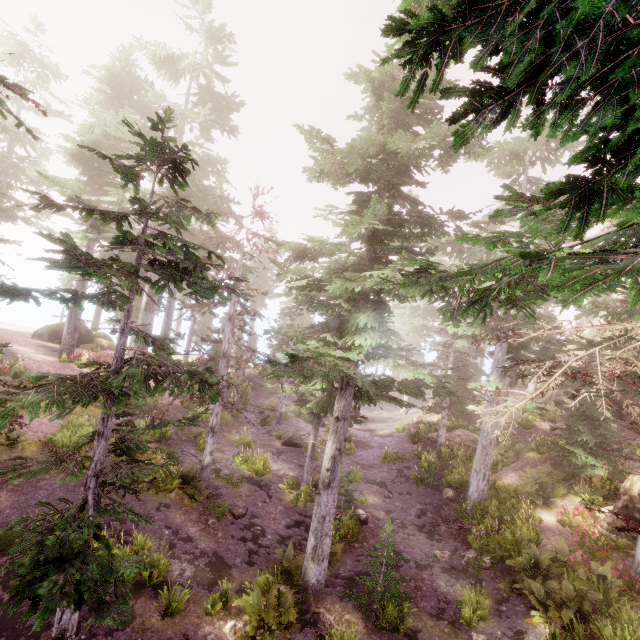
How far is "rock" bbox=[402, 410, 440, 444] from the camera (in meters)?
25.07

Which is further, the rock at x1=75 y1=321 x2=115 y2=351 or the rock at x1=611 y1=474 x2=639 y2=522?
the rock at x1=75 y1=321 x2=115 y2=351

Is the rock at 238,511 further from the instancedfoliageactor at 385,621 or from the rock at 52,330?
the rock at 52,330

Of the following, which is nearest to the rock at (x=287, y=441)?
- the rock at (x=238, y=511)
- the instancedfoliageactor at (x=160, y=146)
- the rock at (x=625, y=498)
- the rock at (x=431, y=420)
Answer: the instancedfoliageactor at (x=160, y=146)

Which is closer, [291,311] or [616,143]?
[616,143]

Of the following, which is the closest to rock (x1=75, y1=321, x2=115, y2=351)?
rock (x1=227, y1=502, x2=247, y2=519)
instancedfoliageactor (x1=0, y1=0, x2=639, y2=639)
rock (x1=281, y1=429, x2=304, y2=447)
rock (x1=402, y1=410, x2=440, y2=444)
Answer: instancedfoliageactor (x1=0, y1=0, x2=639, y2=639)

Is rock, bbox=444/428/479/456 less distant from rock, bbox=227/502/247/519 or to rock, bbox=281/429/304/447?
rock, bbox=281/429/304/447

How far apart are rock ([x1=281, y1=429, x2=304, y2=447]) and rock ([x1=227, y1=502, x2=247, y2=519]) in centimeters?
795cm
